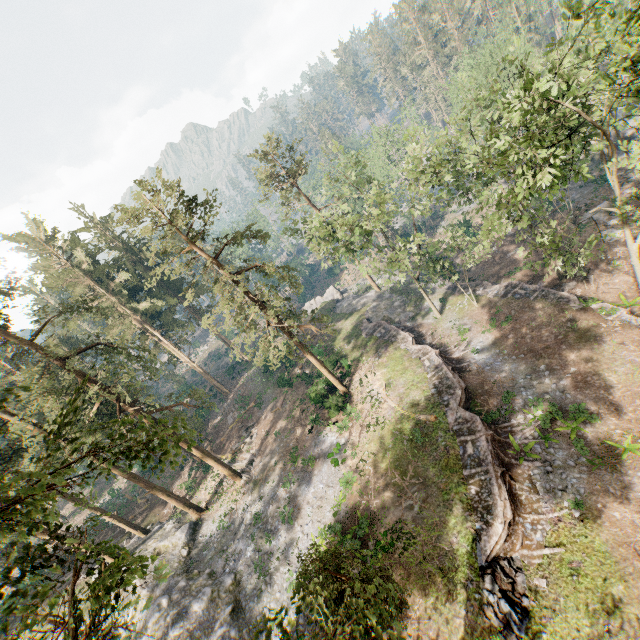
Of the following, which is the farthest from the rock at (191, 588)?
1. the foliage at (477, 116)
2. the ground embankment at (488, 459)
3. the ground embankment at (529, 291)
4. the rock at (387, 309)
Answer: the rock at (387, 309)

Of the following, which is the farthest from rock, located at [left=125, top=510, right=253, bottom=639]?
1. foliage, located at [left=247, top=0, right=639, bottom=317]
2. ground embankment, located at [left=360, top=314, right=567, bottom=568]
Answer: ground embankment, located at [left=360, top=314, right=567, bottom=568]

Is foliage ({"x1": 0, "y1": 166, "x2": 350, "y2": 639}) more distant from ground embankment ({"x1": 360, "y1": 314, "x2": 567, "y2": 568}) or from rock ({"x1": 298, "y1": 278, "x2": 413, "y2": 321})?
ground embankment ({"x1": 360, "y1": 314, "x2": 567, "y2": 568})

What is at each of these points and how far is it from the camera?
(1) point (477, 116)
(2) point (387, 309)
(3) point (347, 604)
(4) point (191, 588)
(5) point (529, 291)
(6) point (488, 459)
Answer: (1) foliage, 21.03m
(2) rock, 41.62m
(3) foliage, 8.51m
(4) rock, 24.50m
(5) ground embankment, 30.06m
(6) ground embankment, 19.16m

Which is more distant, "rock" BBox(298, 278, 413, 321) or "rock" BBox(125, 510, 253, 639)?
"rock" BBox(298, 278, 413, 321)

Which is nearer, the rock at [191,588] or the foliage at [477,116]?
the foliage at [477,116]

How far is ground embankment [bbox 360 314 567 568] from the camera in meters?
16.5 m

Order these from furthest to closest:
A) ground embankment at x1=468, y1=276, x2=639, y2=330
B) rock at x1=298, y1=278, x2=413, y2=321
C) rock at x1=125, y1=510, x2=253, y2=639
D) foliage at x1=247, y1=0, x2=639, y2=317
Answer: rock at x1=298, y1=278, x2=413, y2=321 < ground embankment at x1=468, y1=276, x2=639, y2=330 < rock at x1=125, y1=510, x2=253, y2=639 < foliage at x1=247, y1=0, x2=639, y2=317
